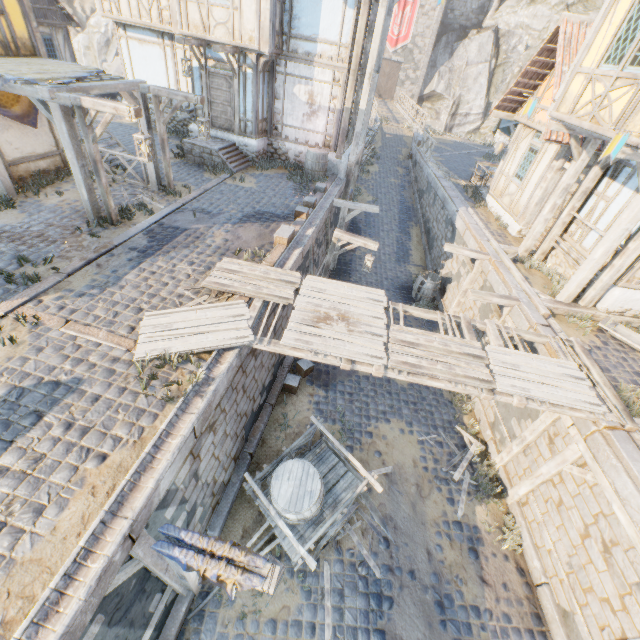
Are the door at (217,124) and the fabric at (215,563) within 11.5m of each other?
no

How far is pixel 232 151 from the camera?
13.70m

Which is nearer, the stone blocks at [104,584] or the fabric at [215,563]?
the stone blocks at [104,584]

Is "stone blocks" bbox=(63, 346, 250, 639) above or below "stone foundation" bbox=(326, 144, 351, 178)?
below

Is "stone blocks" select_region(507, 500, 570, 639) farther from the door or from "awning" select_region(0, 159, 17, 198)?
the door

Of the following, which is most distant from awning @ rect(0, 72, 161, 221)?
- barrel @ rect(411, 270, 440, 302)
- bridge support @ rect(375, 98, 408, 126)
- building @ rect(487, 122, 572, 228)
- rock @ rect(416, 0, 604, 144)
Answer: bridge support @ rect(375, 98, 408, 126)

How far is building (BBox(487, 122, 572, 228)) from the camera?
11.2m

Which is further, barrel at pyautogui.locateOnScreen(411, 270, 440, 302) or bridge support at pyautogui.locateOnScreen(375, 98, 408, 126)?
bridge support at pyautogui.locateOnScreen(375, 98, 408, 126)
